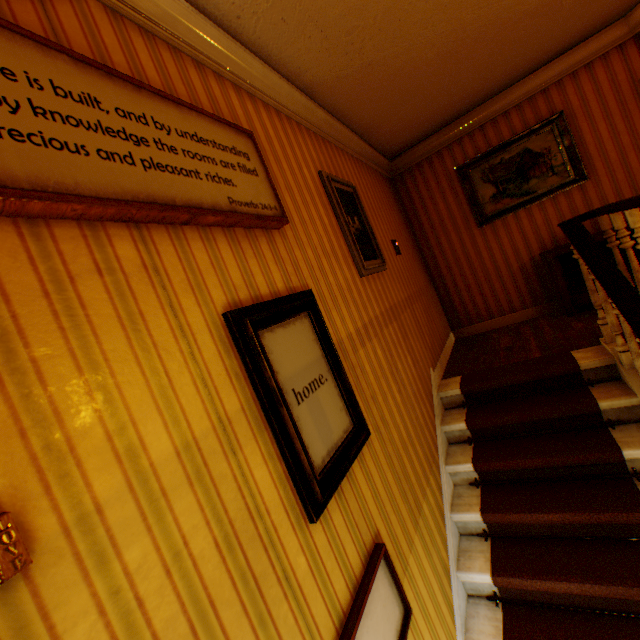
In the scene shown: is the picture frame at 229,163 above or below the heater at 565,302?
above

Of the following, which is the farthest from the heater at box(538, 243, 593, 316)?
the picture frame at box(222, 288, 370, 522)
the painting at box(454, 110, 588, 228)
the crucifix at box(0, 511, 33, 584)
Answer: the crucifix at box(0, 511, 33, 584)

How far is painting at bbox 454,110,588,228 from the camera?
4.32m

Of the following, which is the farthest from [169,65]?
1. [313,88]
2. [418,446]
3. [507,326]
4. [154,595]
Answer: [507,326]

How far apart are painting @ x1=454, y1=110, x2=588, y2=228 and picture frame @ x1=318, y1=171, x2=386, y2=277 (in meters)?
2.41

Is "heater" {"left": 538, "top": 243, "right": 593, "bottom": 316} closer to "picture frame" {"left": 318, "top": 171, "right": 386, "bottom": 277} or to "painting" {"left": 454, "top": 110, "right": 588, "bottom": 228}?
"painting" {"left": 454, "top": 110, "right": 588, "bottom": 228}

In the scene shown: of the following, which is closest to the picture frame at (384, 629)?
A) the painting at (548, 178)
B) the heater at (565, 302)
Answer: the heater at (565, 302)

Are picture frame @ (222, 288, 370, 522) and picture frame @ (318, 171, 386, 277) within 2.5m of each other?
yes
